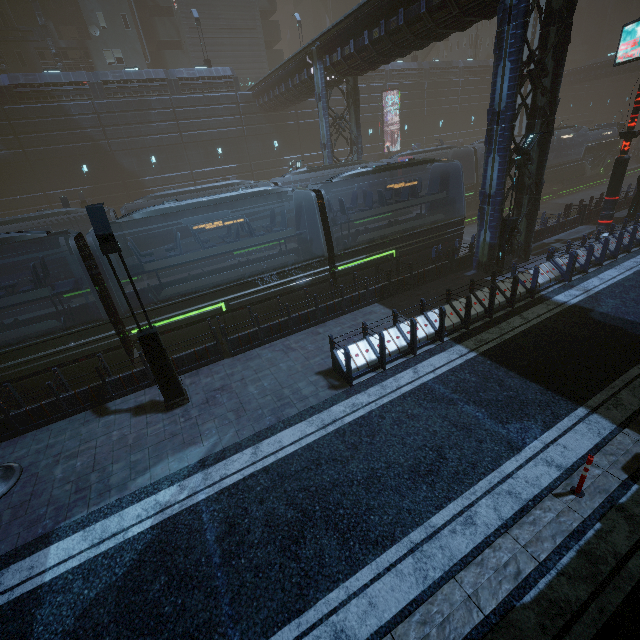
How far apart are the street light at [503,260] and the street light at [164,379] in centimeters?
1397cm

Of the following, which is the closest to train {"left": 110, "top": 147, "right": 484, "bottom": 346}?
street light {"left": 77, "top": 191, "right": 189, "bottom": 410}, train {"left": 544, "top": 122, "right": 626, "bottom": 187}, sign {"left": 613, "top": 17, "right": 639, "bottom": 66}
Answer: street light {"left": 77, "top": 191, "right": 189, "bottom": 410}

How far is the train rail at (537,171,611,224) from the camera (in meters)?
28.15

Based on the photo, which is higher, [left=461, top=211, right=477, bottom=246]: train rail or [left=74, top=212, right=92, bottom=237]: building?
[left=74, top=212, right=92, bottom=237]: building

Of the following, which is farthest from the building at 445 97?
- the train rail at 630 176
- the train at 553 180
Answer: the train at 553 180

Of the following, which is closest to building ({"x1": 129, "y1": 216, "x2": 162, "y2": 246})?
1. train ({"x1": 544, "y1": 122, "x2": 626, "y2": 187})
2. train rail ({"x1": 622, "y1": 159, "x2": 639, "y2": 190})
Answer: train rail ({"x1": 622, "y1": 159, "x2": 639, "y2": 190})

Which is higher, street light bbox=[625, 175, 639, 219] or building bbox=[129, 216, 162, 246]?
building bbox=[129, 216, 162, 246]

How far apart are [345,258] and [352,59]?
13.0m
